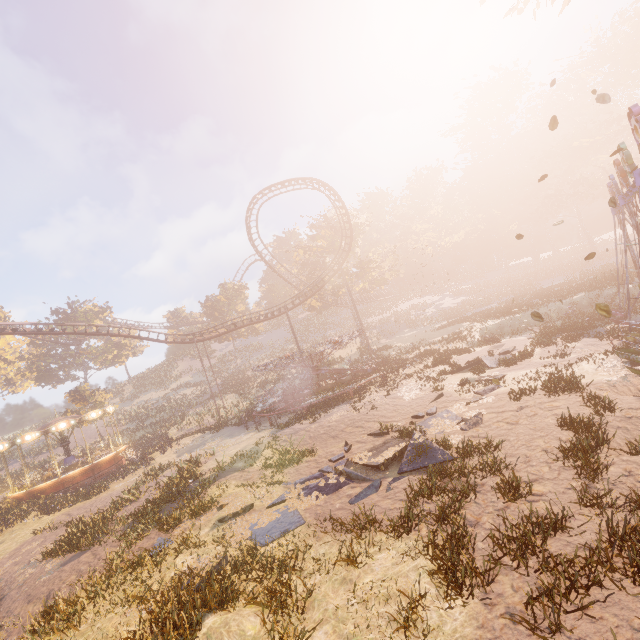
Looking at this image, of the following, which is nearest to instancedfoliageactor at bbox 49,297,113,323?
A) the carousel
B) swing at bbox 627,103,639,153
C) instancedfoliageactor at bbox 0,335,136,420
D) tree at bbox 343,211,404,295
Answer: instancedfoliageactor at bbox 0,335,136,420

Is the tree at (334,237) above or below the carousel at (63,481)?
above

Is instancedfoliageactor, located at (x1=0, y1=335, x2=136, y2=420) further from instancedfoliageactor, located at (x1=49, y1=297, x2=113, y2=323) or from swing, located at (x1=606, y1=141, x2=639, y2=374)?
swing, located at (x1=606, y1=141, x2=639, y2=374)

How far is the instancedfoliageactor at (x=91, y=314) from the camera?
52.36m

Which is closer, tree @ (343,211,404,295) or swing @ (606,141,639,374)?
swing @ (606,141,639,374)

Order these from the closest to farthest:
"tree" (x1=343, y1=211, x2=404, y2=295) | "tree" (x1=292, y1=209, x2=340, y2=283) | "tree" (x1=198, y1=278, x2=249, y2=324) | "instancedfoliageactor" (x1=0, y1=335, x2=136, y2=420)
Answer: "instancedfoliageactor" (x1=0, y1=335, x2=136, y2=420) → "tree" (x1=343, y1=211, x2=404, y2=295) → "tree" (x1=292, y1=209, x2=340, y2=283) → "tree" (x1=198, y1=278, x2=249, y2=324)

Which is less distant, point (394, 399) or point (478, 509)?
point (478, 509)

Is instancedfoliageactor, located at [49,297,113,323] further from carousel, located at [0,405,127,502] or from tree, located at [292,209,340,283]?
carousel, located at [0,405,127,502]
